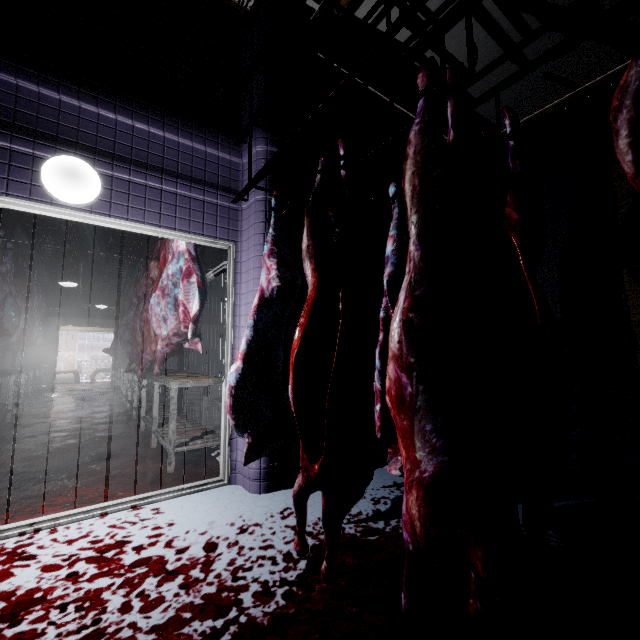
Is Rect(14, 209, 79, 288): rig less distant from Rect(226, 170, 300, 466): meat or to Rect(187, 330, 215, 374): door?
Rect(226, 170, 300, 466): meat

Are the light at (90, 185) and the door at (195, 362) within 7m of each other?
no

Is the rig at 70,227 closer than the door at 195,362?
Yes

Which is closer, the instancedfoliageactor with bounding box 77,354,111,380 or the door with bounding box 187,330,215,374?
the door with bounding box 187,330,215,374

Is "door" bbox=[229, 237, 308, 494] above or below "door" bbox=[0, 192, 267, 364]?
below

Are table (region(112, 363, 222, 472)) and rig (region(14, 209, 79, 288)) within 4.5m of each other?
yes

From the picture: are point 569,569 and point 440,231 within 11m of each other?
yes

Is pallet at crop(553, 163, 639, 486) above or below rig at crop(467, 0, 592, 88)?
below
